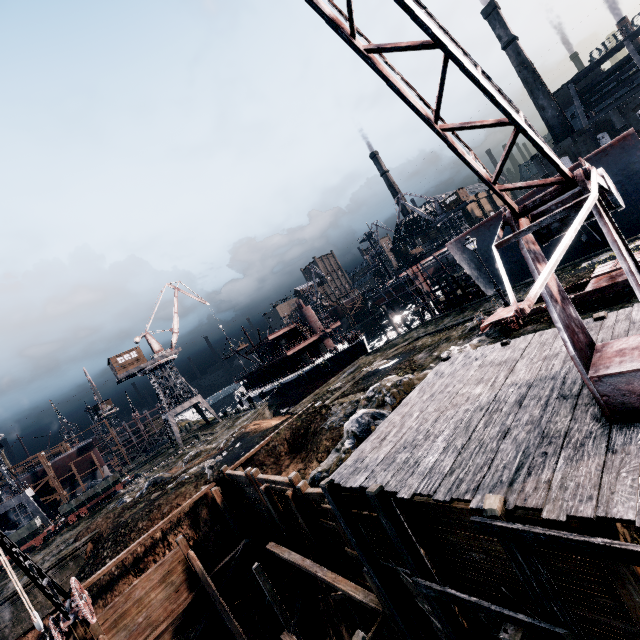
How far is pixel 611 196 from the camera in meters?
6.7 m

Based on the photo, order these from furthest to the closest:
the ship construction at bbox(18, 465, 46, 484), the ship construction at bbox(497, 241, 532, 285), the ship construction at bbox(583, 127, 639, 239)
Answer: the ship construction at bbox(18, 465, 46, 484), the ship construction at bbox(497, 241, 532, 285), the ship construction at bbox(583, 127, 639, 239)

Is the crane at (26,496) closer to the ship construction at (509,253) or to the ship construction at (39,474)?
the ship construction at (39,474)

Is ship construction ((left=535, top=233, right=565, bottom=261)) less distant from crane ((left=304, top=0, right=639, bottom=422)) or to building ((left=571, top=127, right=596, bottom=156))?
crane ((left=304, top=0, right=639, bottom=422))

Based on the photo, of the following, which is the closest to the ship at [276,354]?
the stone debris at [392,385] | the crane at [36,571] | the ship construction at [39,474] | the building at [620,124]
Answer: the stone debris at [392,385]

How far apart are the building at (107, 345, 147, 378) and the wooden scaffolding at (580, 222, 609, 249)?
55.87m

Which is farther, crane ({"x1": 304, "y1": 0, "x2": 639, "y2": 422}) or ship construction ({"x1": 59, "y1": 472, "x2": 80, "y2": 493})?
ship construction ({"x1": 59, "y1": 472, "x2": 80, "y2": 493})

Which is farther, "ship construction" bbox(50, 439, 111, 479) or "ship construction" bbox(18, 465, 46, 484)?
"ship construction" bbox(50, 439, 111, 479)
